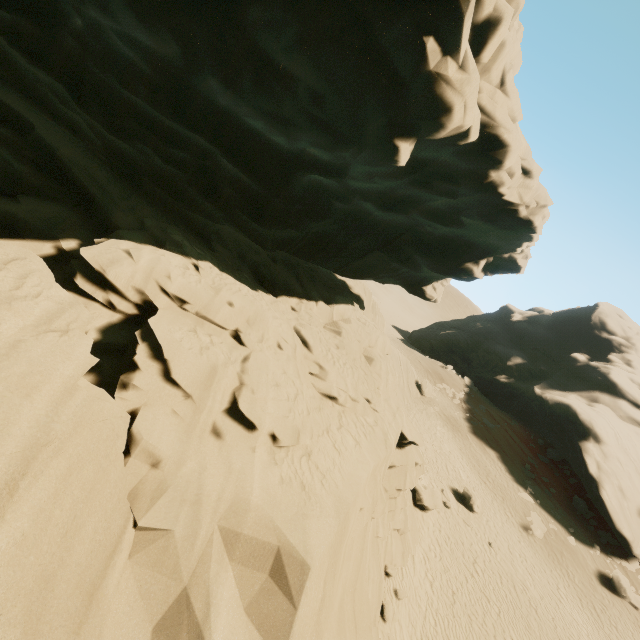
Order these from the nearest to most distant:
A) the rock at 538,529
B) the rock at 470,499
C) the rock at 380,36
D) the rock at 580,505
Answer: the rock at 380,36, the rock at 470,499, the rock at 538,529, the rock at 580,505

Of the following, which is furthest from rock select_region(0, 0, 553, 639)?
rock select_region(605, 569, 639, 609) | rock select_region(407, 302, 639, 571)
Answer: rock select_region(407, 302, 639, 571)

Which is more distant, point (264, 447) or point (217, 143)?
point (217, 143)

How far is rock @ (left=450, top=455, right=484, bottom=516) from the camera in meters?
20.3 m

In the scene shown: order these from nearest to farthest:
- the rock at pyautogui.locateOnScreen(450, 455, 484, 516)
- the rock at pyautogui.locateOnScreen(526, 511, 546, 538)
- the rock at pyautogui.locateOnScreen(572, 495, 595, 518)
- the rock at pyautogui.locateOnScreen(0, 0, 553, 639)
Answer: the rock at pyautogui.locateOnScreen(0, 0, 553, 639) → the rock at pyautogui.locateOnScreen(450, 455, 484, 516) → the rock at pyautogui.locateOnScreen(526, 511, 546, 538) → the rock at pyautogui.locateOnScreen(572, 495, 595, 518)

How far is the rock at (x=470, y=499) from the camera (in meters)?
20.30

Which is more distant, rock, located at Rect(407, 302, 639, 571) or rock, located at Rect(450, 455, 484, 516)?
rock, located at Rect(407, 302, 639, 571)
